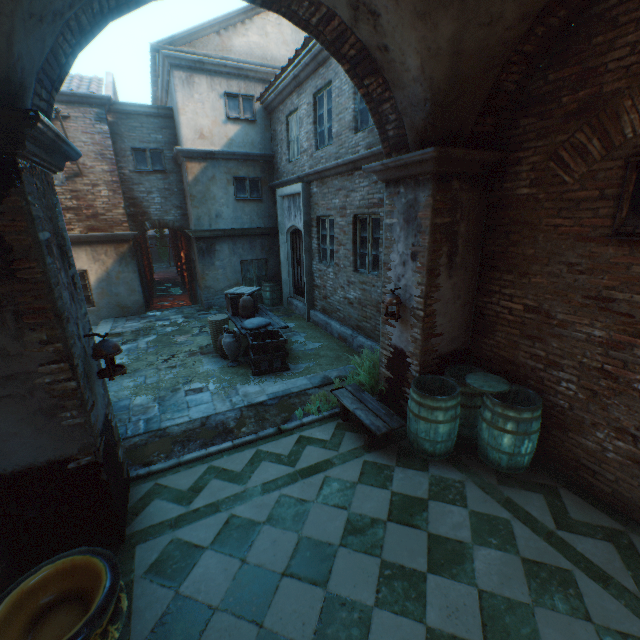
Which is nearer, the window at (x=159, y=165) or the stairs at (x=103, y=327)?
the stairs at (x=103, y=327)

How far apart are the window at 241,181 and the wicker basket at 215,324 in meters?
5.2

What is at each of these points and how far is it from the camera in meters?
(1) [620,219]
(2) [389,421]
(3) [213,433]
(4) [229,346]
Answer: (1) window, 3.2 m
(2) table, 4.6 m
(3) ground stones, 5.1 m
(4) ceramic pot, 7.2 m

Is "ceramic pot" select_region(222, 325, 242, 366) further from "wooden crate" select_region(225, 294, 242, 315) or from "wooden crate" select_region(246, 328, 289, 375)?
"wooden crate" select_region(225, 294, 242, 315)

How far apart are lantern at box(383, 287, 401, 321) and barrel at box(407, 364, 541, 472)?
0.9m

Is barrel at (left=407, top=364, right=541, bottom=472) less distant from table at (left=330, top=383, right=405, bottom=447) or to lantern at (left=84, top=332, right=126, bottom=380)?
table at (left=330, top=383, right=405, bottom=447)

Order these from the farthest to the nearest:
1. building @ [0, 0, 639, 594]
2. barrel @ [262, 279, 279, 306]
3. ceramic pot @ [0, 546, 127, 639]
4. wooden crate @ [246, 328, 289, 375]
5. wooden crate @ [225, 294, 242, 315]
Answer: barrel @ [262, 279, 279, 306] → wooden crate @ [225, 294, 242, 315] → wooden crate @ [246, 328, 289, 375] → building @ [0, 0, 639, 594] → ceramic pot @ [0, 546, 127, 639]

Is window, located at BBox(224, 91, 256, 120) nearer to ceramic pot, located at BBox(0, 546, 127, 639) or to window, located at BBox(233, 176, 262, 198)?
window, located at BBox(233, 176, 262, 198)
